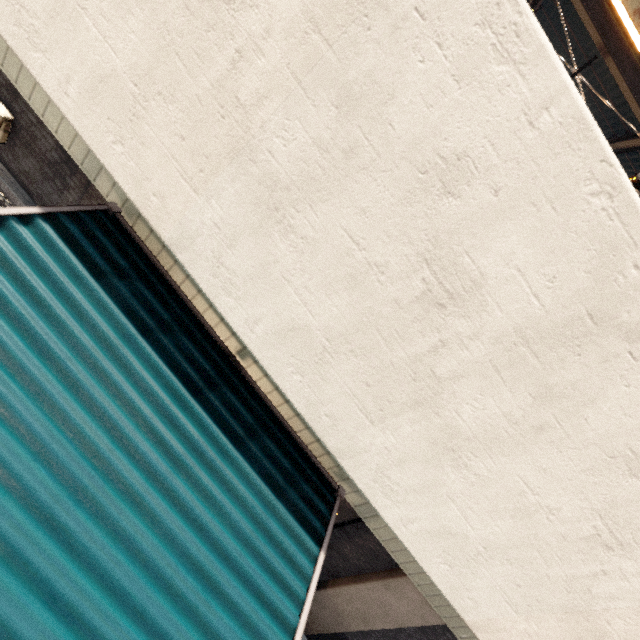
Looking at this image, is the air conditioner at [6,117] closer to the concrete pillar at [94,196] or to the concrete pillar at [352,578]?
the concrete pillar at [94,196]

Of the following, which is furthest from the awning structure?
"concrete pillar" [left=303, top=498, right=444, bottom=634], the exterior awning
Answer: the exterior awning

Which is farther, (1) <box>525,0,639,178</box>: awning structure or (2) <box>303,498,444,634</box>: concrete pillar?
(2) <box>303,498,444,634</box>: concrete pillar

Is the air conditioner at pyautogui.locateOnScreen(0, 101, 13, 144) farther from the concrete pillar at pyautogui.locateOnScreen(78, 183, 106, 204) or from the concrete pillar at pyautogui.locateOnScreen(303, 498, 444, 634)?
the concrete pillar at pyautogui.locateOnScreen(303, 498, 444, 634)

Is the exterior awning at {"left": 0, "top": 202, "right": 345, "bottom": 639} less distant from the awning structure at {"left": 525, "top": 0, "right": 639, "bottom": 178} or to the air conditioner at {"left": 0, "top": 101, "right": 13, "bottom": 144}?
the air conditioner at {"left": 0, "top": 101, "right": 13, "bottom": 144}

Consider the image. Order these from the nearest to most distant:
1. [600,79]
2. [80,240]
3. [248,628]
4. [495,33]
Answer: [495,33] → [248,628] → [80,240] → [600,79]

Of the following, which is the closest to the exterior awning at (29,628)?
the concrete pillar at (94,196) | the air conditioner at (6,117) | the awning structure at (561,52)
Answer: the concrete pillar at (94,196)

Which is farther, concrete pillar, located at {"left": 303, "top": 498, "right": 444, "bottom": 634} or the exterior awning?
concrete pillar, located at {"left": 303, "top": 498, "right": 444, "bottom": 634}
